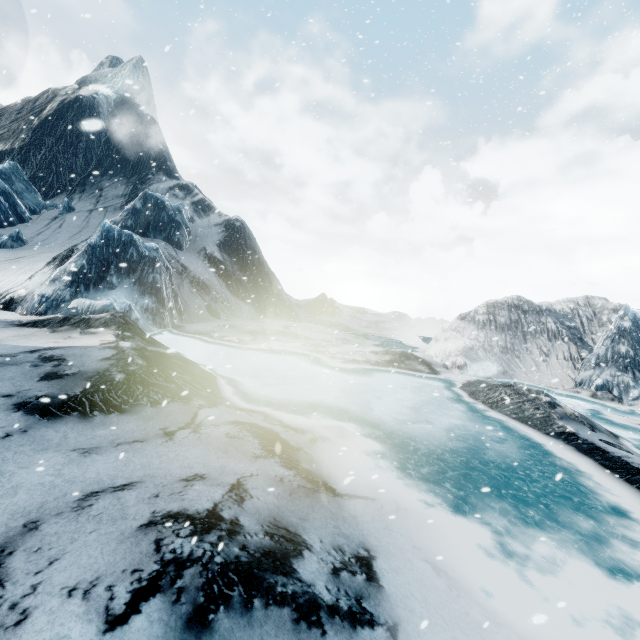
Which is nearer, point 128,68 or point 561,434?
point 561,434
